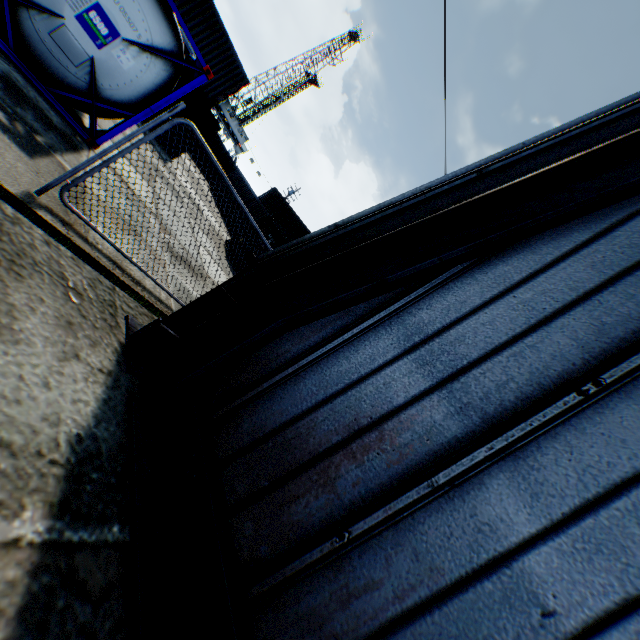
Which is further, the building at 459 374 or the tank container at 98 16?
the tank container at 98 16

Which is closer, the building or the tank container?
the building

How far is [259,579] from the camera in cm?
202
